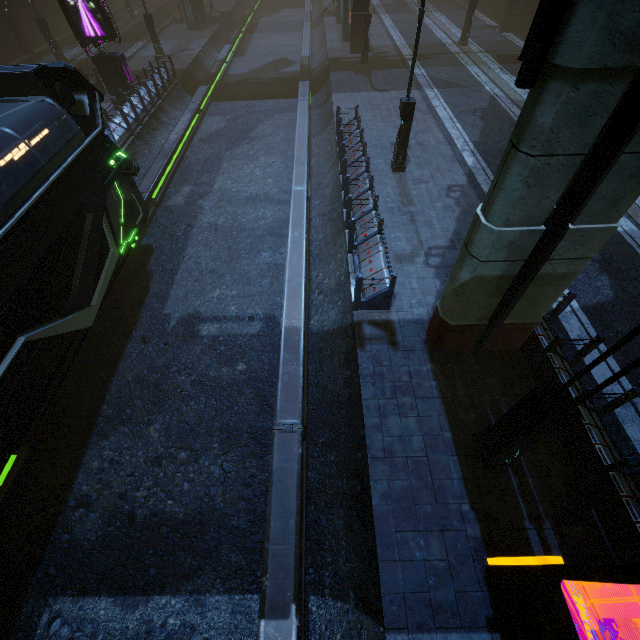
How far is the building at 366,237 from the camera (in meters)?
8.46

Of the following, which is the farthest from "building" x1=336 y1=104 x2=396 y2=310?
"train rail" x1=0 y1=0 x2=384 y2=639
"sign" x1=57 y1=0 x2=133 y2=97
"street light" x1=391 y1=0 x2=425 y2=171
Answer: "street light" x1=391 y1=0 x2=425 y2=171

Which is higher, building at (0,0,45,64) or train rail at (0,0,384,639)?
building at (0,0,45,64)

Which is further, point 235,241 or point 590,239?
point 235,241

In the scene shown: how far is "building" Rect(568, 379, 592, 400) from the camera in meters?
6.0 m

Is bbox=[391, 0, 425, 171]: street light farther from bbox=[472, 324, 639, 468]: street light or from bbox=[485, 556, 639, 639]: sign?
bbox=[485, 556, 639, 639]: sign

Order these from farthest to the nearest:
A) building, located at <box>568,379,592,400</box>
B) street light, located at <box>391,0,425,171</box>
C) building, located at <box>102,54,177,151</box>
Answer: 1. building, located at <box>102,54,177,151</box>
2. street light, located at <box>391,0,425,171</box>
3. building, located at <box>568,379,592,400</box>

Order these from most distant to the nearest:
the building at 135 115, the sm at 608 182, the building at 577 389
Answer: the building at 135 115 < the building at 577 389 < the sm at 608 182
